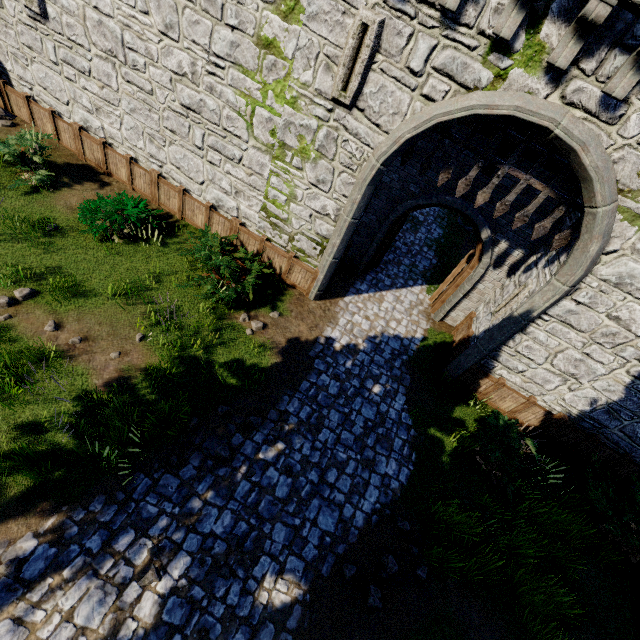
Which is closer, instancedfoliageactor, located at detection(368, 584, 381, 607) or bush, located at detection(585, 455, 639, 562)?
instancedfoliageactor, located at detection(368, 584, 381, 607)

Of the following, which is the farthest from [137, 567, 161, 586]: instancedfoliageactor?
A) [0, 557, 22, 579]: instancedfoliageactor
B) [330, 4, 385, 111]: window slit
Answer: [330, 4, 385, 111]: window slit

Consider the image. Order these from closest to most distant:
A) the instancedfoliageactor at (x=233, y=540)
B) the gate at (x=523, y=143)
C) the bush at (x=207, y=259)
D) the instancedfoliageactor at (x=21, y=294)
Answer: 1. the instancedfoliageactor at (x=233, y=540)
2. the gate at (x=523, y=143)
3. the instancedfoliageactor at (x=21, y=294)
4. the bush at (x=207, y=259)

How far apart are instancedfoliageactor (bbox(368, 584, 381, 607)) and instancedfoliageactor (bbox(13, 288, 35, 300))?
9.4 meters

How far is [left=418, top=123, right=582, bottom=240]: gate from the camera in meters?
6.5 m

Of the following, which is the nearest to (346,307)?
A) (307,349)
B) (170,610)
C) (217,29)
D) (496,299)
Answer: (307,349)

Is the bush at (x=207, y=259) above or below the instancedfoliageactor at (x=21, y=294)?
above

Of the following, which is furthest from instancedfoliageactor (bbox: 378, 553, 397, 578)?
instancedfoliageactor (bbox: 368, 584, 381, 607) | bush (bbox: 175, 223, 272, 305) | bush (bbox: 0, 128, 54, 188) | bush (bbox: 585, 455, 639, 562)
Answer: bush (bbox: 0, 128, 54, 188)
